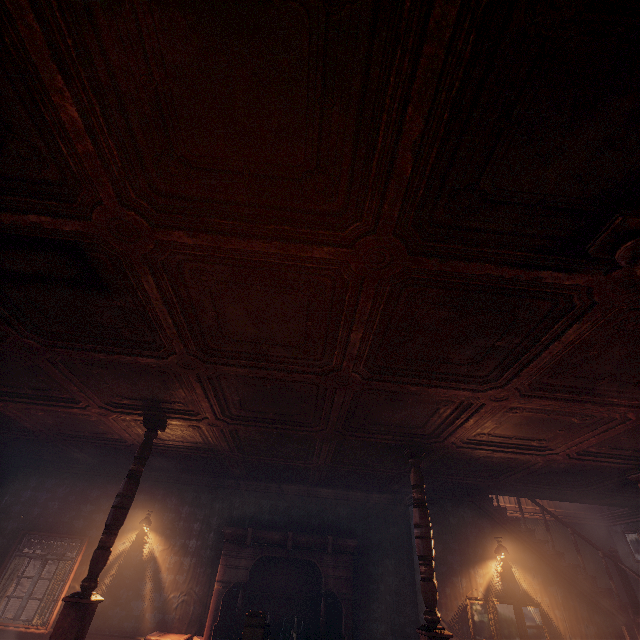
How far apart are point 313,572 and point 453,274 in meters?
8.0 m

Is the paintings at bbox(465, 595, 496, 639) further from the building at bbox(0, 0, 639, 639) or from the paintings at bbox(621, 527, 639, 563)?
the paintings at bbox(621, 527, 639, 563)

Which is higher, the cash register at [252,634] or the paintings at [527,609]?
the paintings at [527,609]

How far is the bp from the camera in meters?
6.6 m

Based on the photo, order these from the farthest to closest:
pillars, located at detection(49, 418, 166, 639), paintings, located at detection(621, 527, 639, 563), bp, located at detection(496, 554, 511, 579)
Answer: paintings, located at detection(621, 527, 639, 563), bp, located at detection(496, 554, 511, 579), pillars, located at detection(49, 418, 166, 639)

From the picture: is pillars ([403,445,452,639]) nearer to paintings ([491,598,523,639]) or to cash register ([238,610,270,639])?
cash register ([238,610,270,639])

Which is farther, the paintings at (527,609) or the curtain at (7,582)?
the curtain at (7,582)

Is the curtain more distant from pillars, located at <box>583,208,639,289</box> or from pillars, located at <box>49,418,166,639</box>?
pillars, located at <box>583,208,639,289</box>
